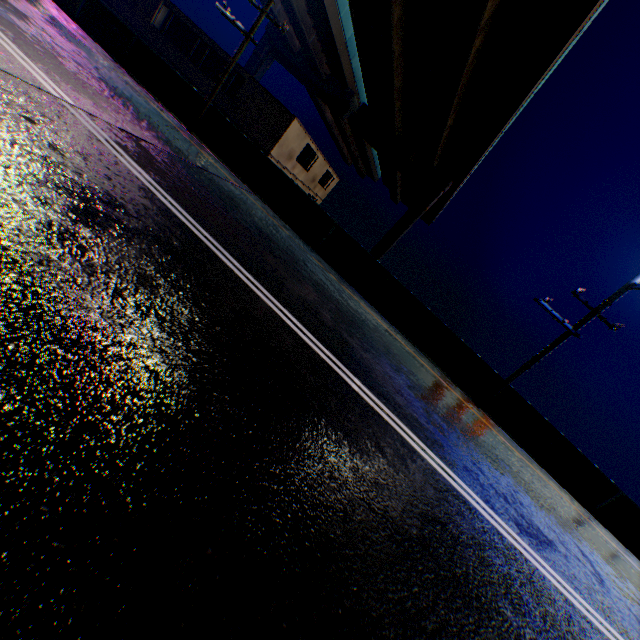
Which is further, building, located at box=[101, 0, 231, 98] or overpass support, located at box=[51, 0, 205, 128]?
building, located at box=[101, 0, 231, 98]

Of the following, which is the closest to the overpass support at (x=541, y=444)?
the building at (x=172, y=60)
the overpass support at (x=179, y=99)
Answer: the overpass support at (x=179, y=99)

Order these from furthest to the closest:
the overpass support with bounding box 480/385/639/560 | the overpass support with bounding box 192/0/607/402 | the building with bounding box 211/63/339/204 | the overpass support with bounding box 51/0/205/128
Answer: the building with bounding box 211/63/339/204 → the overpass support with bounding box 51/0/205/128 → the overpass support with bounding box 192/0/607/402 → the overpass support with bounding box 480/385/639/560

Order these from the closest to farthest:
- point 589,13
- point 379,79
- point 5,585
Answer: point 5,585
point 589,13
point 379,79

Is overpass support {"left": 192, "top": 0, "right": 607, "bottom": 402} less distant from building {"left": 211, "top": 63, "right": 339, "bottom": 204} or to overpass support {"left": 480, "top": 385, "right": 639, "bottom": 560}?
overpass support {"left": 480, "top": 385, "right": 639, "bottom": 560}

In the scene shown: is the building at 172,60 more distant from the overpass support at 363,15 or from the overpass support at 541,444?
the overpass support at 541,444

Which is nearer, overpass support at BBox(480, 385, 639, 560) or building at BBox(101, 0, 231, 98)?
overpass support at BBox(480, 385, 639, 560)

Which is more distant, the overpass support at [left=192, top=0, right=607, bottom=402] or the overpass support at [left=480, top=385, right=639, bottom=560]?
the overpass support at [left=192, top=0, right=607, bottom=402]
